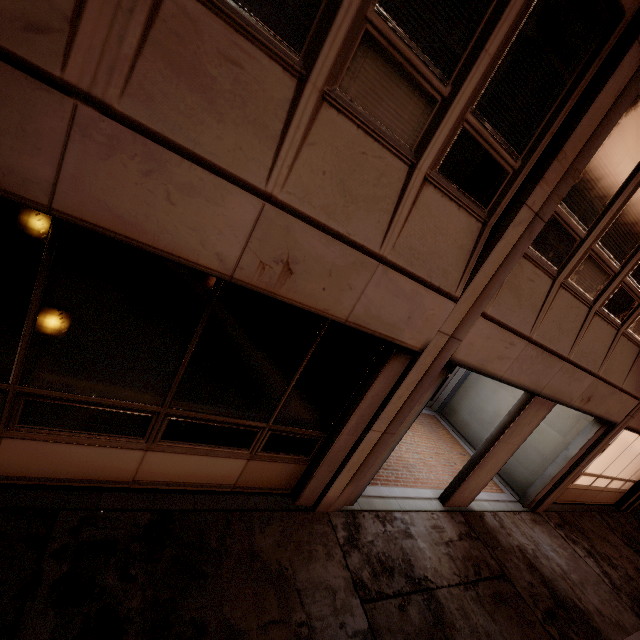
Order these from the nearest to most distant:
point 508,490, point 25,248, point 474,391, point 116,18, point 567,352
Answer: point 116,18 < point 25,248 < point 567,352 < point 508,490 < point 474,391
